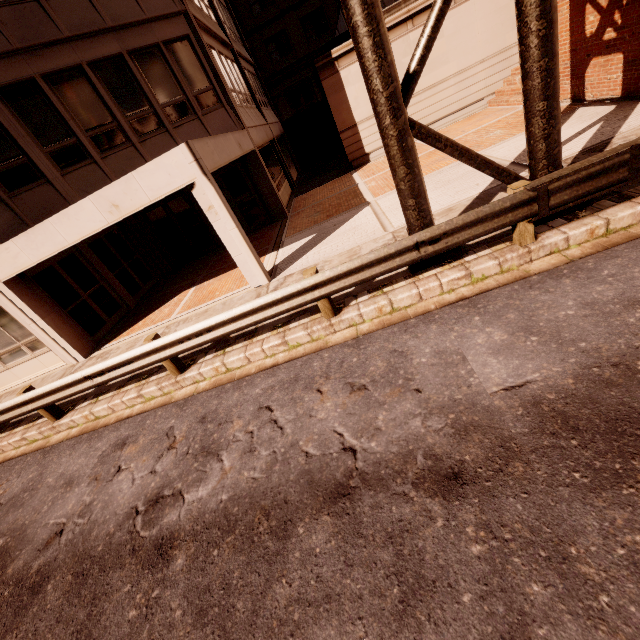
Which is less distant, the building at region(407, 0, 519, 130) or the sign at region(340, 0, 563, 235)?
the sign at region(340, 0, 563, 235)

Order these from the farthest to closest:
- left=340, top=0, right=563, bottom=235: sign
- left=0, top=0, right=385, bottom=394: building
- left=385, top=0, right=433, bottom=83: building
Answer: left=385, top=0, right=433, bottom=83: building, left=0, top=0, right=385, bottom=394: building, left=340, top=0, right=563, bottom=235: sign

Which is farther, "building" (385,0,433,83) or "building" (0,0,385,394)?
"building" (385,0,433,83)

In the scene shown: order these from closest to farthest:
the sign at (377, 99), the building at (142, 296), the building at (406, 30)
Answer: the sign at (377, 99) < the building at (142, 296) < the building at (406, 30)

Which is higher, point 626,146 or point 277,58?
point 277,58

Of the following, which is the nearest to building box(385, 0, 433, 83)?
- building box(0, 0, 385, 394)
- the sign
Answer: building box(0, 0, 385, 394)

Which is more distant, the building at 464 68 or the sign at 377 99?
the building at 464 68
